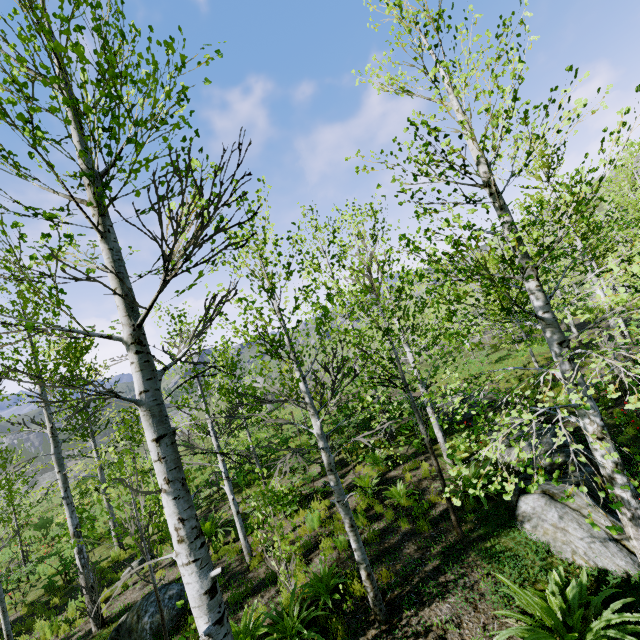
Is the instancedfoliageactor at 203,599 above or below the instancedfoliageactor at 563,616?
above

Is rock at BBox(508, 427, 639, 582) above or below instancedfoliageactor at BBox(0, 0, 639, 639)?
below

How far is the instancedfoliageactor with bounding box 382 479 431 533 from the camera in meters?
7.0

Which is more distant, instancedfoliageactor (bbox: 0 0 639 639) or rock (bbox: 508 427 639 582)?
rock (bbox: 508 427 639 582)

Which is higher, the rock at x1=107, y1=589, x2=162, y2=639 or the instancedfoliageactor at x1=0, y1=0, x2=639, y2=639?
the instancedfoliageactor at x1=0, y1=0, x2=639, y2=639

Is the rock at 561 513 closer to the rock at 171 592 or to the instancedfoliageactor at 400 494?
the instancedfoliageactor at 400 494

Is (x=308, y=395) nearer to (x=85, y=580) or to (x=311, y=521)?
(x=311, y=521)

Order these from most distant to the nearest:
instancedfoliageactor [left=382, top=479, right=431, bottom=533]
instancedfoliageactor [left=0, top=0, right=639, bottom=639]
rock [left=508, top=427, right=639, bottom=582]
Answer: instancedfoliageactor [left=382, top=479, right=431, bottom=533], rock [left=508, top=427, right=639, bottom=582], instancedfoliageactor [left=0, top=0, right=639, bottom=639]
